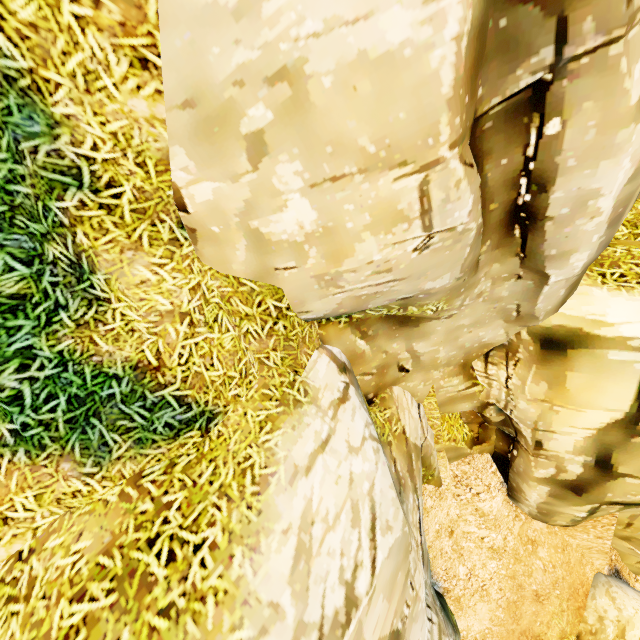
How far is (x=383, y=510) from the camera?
3.3m
